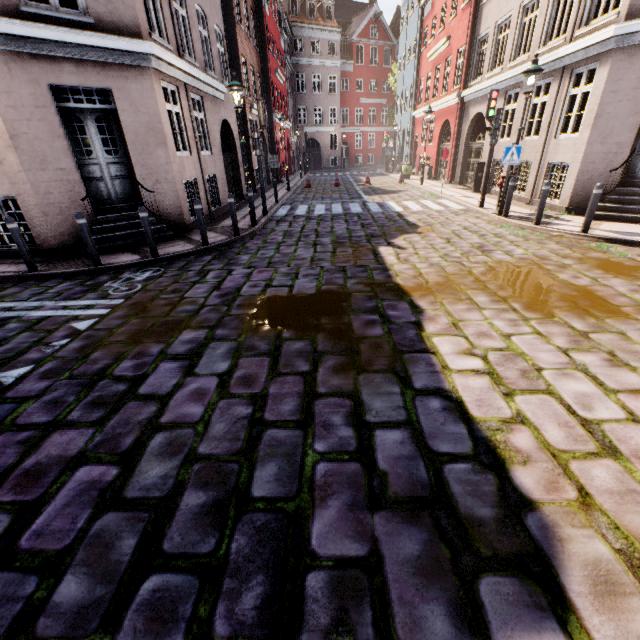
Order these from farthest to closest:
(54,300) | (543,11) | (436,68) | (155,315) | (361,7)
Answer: (361,7) → (436,68) → (543,11) → (54,300) → (155,315)

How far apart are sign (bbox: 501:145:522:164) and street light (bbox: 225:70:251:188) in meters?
7.4

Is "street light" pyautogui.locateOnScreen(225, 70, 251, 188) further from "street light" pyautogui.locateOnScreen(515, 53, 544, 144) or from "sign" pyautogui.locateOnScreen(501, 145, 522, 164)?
"sign" pyautogui.locateOnScreen(501, 145, 522, 164)

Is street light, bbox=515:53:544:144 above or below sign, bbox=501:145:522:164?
above

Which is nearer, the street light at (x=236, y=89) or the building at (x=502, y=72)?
the building at (x=502, y=72)

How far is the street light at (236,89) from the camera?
8.6 meters

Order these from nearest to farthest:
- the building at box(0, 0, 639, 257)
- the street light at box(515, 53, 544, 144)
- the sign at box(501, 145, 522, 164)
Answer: the building at box(0, 0, 639, 257) < the street light at box(515, 53, 544, 144) < the sign at box(501, 145, 522, 164)

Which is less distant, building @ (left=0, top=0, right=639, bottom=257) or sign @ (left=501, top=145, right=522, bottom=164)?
building @ (left=0, top=0, right=639, bottom=257)
